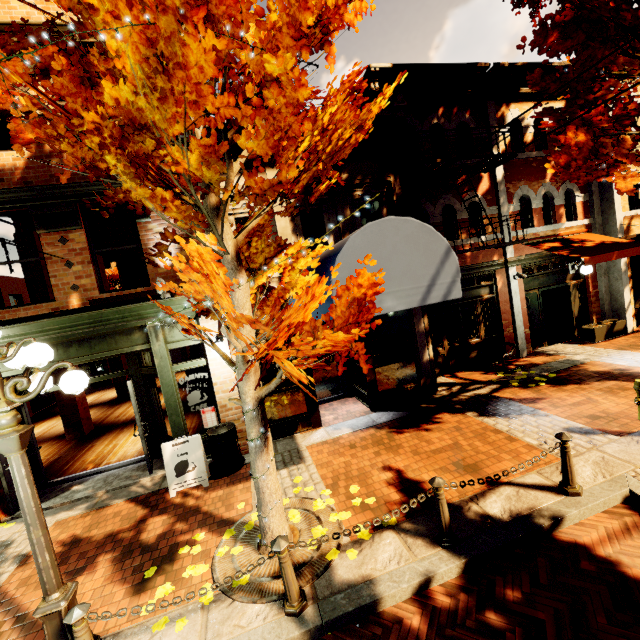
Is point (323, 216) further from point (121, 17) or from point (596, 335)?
point (596, 335)

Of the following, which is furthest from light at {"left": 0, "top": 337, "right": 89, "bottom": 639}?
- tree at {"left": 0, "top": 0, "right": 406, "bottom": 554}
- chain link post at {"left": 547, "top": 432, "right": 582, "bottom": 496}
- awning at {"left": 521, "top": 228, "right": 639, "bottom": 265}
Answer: awning at {"left": 521, "top": 228, "right": 639, "bottom": 265}

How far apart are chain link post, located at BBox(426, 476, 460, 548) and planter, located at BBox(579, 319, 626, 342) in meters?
10.3 m

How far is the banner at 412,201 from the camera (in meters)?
7.63

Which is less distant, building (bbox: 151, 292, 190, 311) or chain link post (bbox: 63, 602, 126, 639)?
chain link post (bbox: 63, 602, 126, 639)

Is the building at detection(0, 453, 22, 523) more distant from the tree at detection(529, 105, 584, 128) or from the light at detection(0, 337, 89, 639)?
the light at detection(0, 337, 89, 639)

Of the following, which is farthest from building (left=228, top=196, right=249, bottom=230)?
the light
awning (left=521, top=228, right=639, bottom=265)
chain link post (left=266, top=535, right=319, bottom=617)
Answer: chain link post (left=266, top=535, right=319, bottom=617)

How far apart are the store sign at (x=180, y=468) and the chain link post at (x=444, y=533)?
4.6m
